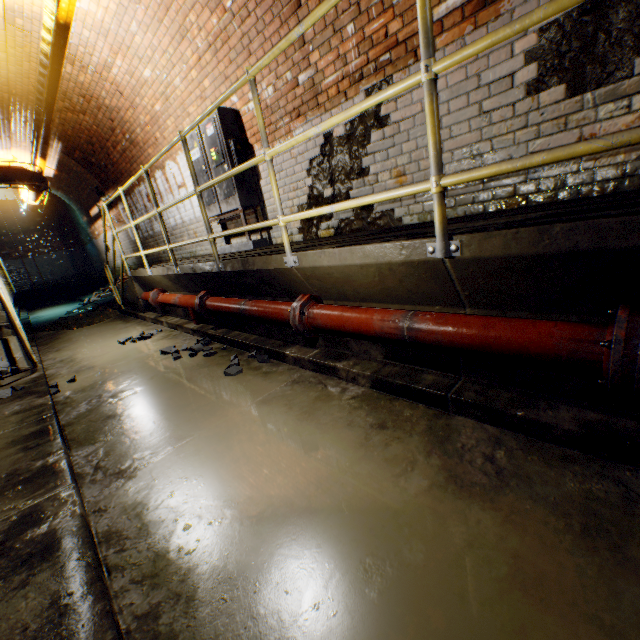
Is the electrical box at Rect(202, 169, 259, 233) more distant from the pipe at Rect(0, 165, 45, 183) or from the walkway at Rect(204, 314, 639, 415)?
the pipe at Rect(0, 165, 45, 183)

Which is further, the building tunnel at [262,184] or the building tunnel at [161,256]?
the building tunnel at [161,256]

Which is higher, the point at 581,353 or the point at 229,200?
the point at 229,200

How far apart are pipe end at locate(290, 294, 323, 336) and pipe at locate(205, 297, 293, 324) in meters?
0.1 m

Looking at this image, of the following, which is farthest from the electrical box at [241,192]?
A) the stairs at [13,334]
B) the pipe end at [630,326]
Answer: the pipe end at [630,326]

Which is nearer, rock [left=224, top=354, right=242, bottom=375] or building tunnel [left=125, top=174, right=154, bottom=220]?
rock [left=224, top=354, right=242, bottom=375]

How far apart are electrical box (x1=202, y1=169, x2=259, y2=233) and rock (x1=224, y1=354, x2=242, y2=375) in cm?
211

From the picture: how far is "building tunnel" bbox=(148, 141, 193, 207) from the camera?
6.0 meters
